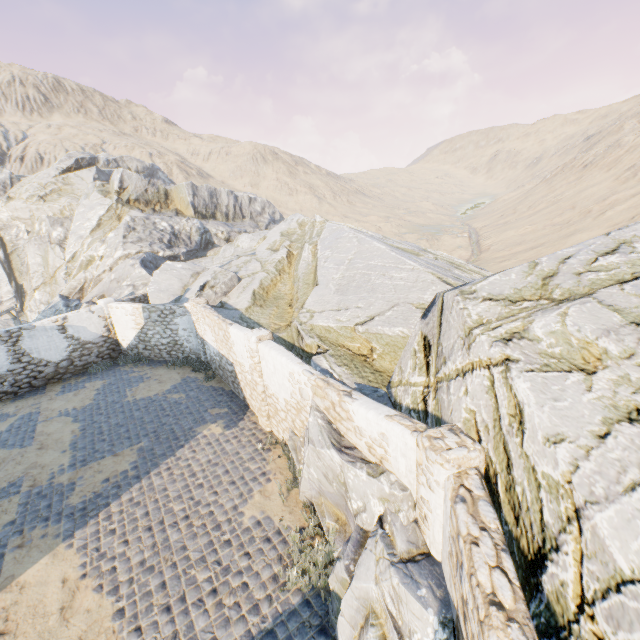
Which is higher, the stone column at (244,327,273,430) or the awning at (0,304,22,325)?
the awning at (0,304,22,325)

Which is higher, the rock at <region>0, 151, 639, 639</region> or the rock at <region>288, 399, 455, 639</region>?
the rock at <region>0, 151, 639, 639</region>

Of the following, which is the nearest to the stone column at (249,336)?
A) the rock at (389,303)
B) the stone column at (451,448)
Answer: the rock at (389,303)

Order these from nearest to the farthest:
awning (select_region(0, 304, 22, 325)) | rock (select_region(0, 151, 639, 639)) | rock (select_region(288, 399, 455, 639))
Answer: rock (select_region(0, 151, 639, 639)) → rock (select_region(288, 399, 455, 639)) → awning (select_region(0, 304, 22, 325))

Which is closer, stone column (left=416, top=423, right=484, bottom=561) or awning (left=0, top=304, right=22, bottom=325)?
stone column (left=416, top=423, right=484, bottom=561)

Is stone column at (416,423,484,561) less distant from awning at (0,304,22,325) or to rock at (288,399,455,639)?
rock at (288,399,455,639)

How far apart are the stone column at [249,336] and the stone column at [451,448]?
5.6m

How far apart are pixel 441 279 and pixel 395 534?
7.6m
